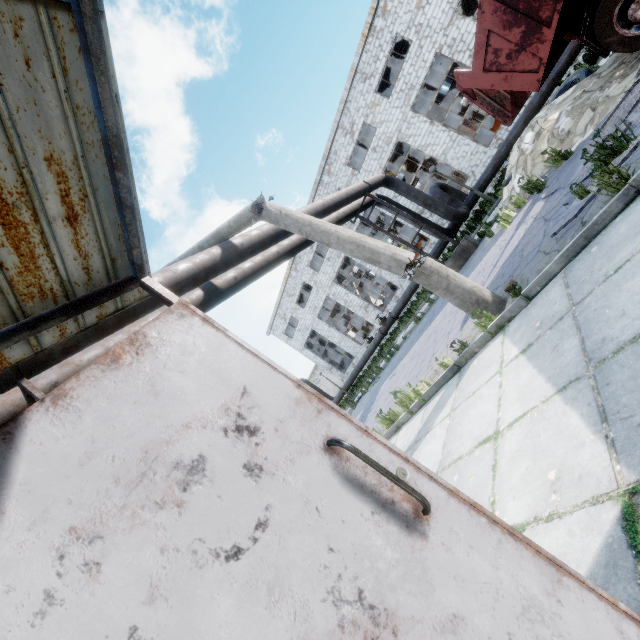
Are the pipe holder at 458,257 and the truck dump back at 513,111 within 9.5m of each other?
yes

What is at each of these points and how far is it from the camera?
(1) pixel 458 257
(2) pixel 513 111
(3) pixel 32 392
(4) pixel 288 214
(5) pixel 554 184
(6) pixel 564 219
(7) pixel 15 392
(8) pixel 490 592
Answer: (1) pipe holder, 12.4 meters
(2) truck dump back, 7.8 meters
(3) pipe holder, 3.9 meters
(4) lamp post, 5.9 meters
(5) asphalt debris, 6.5 meters
(6) asphalt debris, 4.6 meters
(7) pipe, 4.5 meters
(8) door, 1.0 meters

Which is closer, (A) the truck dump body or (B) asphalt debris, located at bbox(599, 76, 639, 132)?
(B) asphalt debris, located at bbox(599, 76, 639, 132)

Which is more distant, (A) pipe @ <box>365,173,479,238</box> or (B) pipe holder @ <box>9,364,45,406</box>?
(A) pipe @ <box>365,173,479,238</box>

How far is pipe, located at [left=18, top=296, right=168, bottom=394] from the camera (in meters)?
4.17

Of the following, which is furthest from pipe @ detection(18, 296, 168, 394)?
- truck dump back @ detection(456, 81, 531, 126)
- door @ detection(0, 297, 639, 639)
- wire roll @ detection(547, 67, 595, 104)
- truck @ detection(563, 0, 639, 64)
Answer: truck @ detection(563, 0, 639, 64)

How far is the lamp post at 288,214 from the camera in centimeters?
498cm

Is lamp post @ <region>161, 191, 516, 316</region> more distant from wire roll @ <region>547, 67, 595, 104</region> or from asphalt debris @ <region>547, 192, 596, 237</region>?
wire roll @ <region>547, 67, 595, 104</region>
